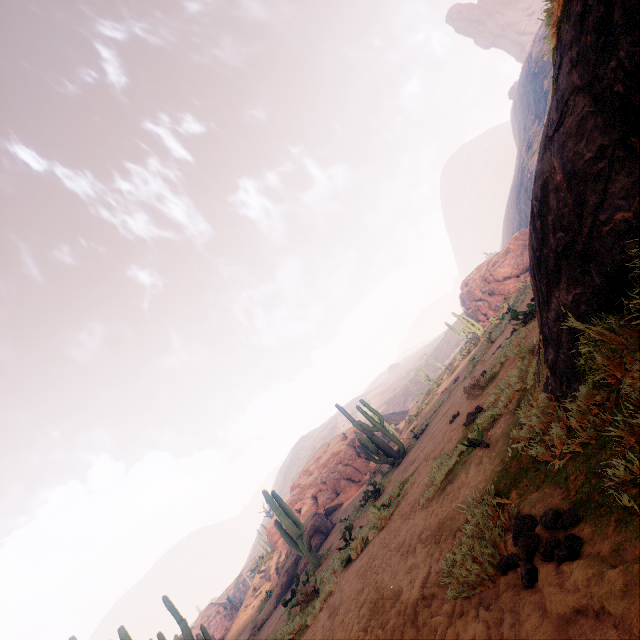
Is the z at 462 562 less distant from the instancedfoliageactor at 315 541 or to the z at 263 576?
the instancedfoliageactor at 315 541

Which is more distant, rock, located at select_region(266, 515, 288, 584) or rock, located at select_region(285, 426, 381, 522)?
rock, located at select_region(285, 426, 381, 522)

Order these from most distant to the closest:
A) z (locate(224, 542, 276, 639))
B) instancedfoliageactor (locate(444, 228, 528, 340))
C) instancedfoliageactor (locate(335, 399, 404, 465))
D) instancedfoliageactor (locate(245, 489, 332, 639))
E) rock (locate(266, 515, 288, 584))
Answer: instancedfoliageactor (locate(444, 228, 528, 340))
rock (locate(266, 515, 288, 584))
z (locate(224, 542, 276, 639))
instancedfoliageactor (locate(335, 399, 404, 465))
instancedfoliageactor (locate(245, 489, 332, 639))

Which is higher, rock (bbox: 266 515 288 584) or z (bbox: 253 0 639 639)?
rock (bbox: 266 515 288 584)

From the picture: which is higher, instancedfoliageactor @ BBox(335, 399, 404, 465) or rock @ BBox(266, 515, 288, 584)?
rock @ BBox(266, 515, 288, 584)

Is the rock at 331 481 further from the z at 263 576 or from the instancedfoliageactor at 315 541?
the z at 263 576

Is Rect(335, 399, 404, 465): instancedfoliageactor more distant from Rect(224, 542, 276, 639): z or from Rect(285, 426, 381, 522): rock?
Rect(224, 542, 276, 639): z

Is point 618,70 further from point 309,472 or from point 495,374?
point 309,472
